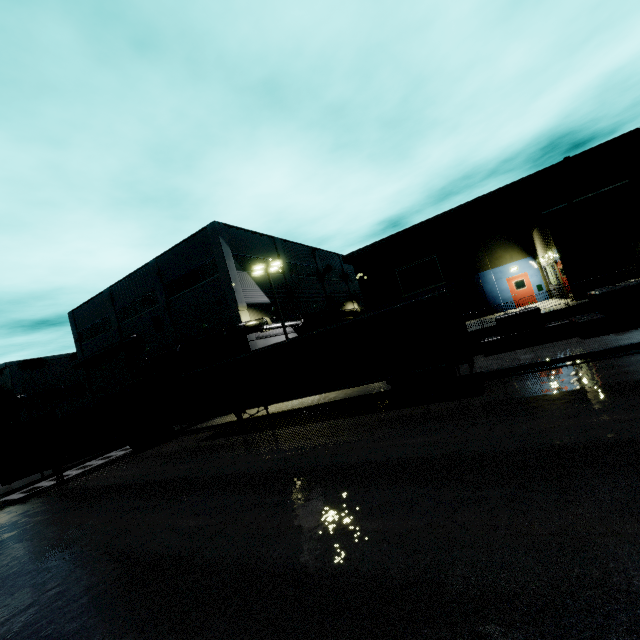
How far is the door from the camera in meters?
24.7 m

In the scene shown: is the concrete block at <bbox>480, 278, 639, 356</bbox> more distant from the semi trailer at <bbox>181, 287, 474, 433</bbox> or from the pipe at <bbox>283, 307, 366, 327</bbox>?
the pipe at <bbox>283, 307, 366, 327</bbox>

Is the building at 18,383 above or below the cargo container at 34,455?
above

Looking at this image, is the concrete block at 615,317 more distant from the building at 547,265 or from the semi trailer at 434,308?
the semi trailer at 434,308

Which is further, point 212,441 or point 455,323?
point 212,441

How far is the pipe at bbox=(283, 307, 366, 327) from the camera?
28.50m

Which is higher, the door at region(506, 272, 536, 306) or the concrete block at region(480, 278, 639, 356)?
the door at region(506, 272, 536, 306)
